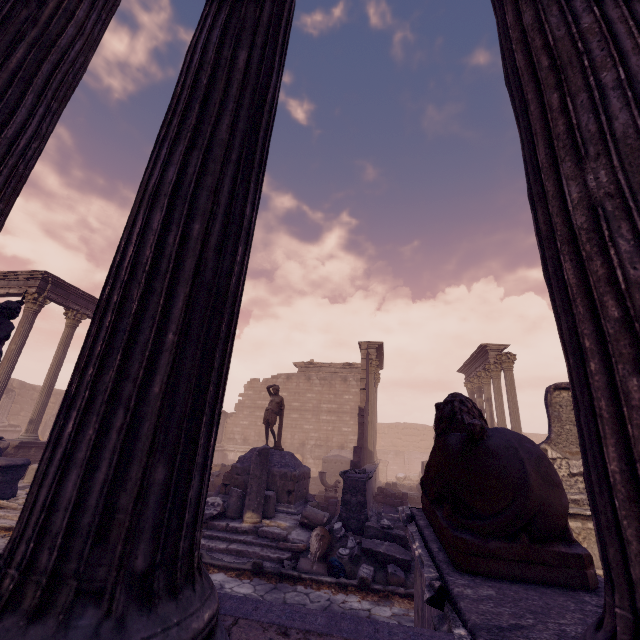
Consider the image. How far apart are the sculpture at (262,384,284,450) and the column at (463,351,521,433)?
11.0m

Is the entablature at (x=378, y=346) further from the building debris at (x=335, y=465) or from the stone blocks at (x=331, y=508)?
the stone blocks at (x=331, y=508)

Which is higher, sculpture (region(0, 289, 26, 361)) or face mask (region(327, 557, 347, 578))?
sculpture (region(0, 289, 26, 361))

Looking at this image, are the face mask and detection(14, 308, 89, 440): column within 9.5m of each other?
no

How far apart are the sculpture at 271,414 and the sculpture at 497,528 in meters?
8.0

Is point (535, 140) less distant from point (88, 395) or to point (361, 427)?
point (88, 395)

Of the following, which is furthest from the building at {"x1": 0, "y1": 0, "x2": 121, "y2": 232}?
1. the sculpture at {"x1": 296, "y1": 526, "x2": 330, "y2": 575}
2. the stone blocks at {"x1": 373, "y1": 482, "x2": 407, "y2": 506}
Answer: the stone blocks at {"x1": 373, "y1": 482, "x2": 407, "y2": 506}

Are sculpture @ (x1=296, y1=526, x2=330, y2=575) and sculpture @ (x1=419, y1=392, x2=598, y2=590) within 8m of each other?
yes
